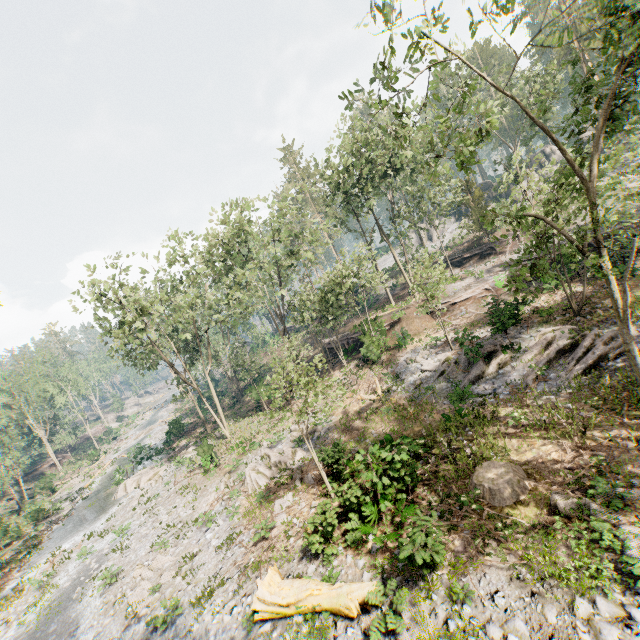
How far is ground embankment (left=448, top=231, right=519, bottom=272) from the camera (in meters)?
36.00

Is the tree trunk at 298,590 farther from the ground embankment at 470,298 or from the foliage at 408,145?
the ground embankment at 470,298

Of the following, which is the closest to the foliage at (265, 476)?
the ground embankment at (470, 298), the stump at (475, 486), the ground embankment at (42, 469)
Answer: the ground embankment at (42, 469)

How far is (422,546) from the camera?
8.6 meters

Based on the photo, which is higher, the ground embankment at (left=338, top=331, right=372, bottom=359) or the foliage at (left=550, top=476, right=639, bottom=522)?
the ground embankment at (left=338, top=331, right=372, bottom=359)

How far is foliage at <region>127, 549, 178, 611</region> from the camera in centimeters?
1384cm

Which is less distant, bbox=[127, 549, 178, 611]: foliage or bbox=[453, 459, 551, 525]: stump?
bbox=[453, 459, 551, 525]: stump

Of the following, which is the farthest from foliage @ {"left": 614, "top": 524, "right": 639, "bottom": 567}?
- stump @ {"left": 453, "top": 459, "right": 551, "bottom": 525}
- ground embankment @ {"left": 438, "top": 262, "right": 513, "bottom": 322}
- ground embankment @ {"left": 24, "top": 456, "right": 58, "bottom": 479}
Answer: stump @ {"left": 453, "top": 459, "right": 551, "bottom": 525}
